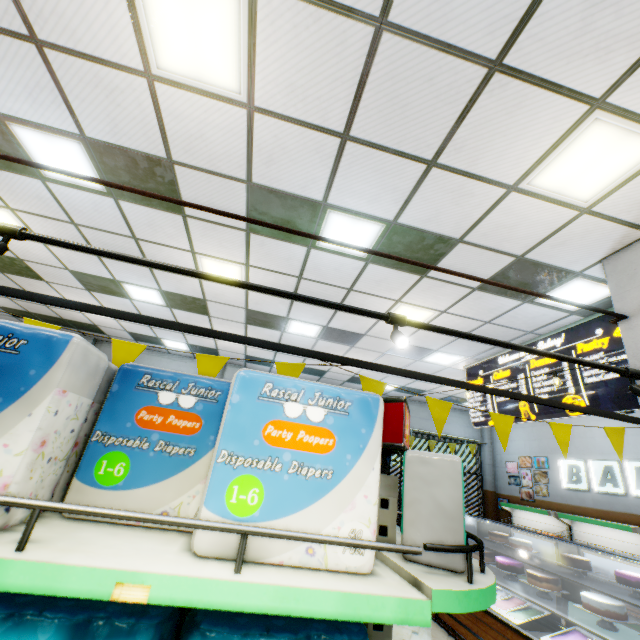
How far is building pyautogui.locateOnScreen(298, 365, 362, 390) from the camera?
10.23m

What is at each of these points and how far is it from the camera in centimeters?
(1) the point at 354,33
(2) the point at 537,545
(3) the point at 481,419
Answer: (1) building, 229cm
(2) bread shelf, 959cm
(3) sign, 736cm

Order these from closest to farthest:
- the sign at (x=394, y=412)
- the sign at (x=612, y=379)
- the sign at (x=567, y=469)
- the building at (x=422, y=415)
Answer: the sign at (x=394, y=412), the sign at (x=612, y=379), the sign at (x=567, y=469), the building at (x=422, y=415)

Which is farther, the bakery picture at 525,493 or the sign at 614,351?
the bakery picture at 525,493

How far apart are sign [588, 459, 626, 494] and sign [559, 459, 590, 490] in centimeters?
10cm

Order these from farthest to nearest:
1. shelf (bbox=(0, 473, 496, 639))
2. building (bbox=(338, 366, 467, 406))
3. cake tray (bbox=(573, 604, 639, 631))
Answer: building (bbox=(338, 366, 467, 406)) → cake tray (bbox=(573, 604, 639, 631)) → shelf (bbox=(0, 473, 496, 639))
